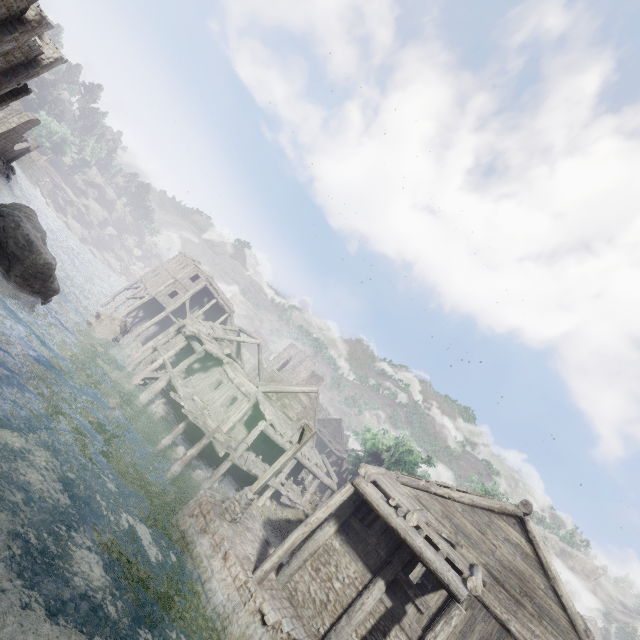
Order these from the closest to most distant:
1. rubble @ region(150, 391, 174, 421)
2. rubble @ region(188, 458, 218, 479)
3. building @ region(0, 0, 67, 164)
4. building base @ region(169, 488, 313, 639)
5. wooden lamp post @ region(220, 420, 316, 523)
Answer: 1. building base @ region(169, 488, 313, 639)
2. wooden lamp post @ region(220, 420, 316, 523)
3. building @ region(0, 0, 67, 164)
4. rubble @ region(188, 458, 218, 479)
5. rubble @ region(150, 391, 174, 421)

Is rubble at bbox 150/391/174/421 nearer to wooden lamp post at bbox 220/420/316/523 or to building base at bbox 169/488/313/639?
building base at bbox 169/488/313/639

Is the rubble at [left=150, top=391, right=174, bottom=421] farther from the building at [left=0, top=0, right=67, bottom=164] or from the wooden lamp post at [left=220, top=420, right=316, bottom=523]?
the wooden lamp post at [left=220, top=420, right=316, bottom=523]

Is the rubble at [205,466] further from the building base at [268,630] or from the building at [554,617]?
the building base at [268,630]

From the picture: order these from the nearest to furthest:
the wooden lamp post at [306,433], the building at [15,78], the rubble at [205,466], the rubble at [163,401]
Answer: the wooden lamp post at [306,433] → the building at [15,78] → the rubble at [205,466] → the rubble at [163,401]

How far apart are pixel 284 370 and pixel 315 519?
30.2m

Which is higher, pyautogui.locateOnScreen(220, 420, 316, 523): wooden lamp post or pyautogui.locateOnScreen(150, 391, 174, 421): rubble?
pyautogui.locateOnScreen(220, 420, 316, 523): wooden lamp post

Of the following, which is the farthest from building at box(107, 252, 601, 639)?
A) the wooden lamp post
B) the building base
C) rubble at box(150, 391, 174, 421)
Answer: the wooden lamp post
